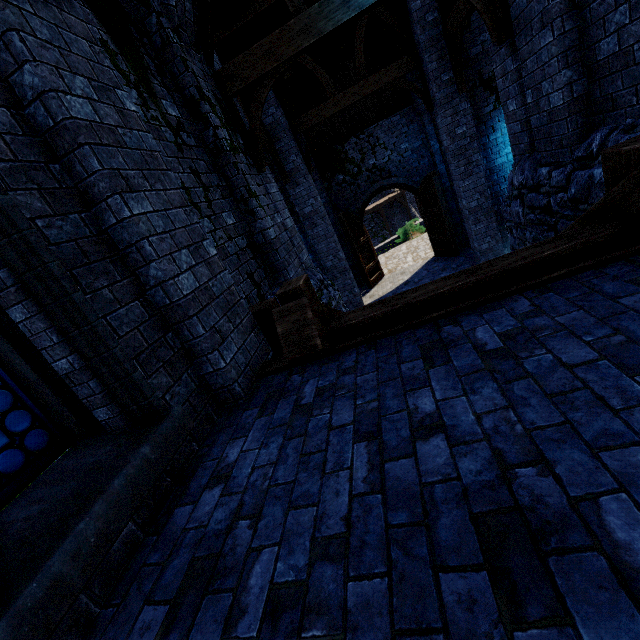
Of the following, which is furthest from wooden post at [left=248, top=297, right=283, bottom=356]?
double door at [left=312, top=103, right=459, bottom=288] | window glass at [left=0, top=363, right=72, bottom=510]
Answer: double door at [left=312, top=103, right=459, bottom=288]

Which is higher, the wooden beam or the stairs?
the stairs

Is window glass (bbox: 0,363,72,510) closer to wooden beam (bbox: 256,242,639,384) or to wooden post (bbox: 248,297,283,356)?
wooden beam (bbox: 256,242,639,384)

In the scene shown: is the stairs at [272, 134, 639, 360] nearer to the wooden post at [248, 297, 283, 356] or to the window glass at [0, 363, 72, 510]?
the wooden post at [248, 297, 283, 356]

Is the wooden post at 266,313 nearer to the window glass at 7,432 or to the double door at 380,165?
the window glass at 7,432

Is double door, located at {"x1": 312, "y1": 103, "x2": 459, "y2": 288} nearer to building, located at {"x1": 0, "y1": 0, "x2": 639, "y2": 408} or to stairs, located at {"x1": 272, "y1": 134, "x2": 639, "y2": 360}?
building, located at {"x1": 0, "y1": 0, "x2": 639, "y2": 408}

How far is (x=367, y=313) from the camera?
3.18m

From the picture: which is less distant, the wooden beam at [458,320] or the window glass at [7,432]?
the window glass at [7,432]
